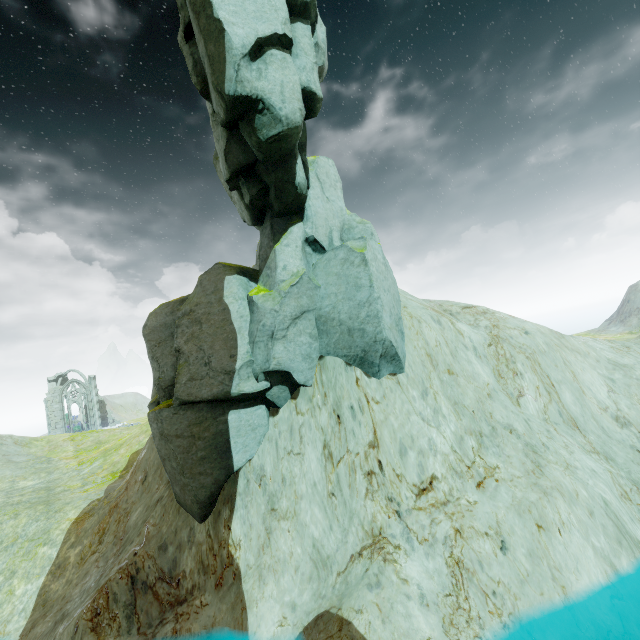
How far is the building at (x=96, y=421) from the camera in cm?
5125

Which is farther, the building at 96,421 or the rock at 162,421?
the building at 96,421

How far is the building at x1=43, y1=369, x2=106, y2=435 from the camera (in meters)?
51.25

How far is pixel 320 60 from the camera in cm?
1462

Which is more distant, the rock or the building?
the building
